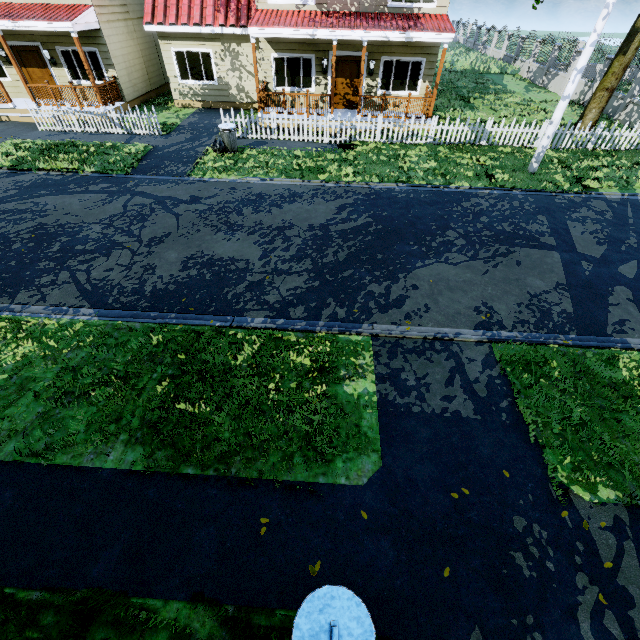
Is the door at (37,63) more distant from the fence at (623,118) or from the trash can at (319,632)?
the trash can at (319,632)

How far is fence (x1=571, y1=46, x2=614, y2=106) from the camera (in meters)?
18.24

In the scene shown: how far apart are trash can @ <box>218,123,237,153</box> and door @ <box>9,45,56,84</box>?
10.8m

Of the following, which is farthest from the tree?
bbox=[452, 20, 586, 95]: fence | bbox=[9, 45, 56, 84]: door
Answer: bbox=[9, 45, 56, 84]: door

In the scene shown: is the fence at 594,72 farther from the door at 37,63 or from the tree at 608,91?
the door at 37,63

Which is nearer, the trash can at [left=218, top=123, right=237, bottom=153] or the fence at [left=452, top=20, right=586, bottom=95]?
the trash can at [left=218, top=123, right=237, bottom=153]

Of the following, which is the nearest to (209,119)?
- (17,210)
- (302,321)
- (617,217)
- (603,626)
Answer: (17,210)

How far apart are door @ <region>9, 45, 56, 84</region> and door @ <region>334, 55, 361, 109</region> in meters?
13.5 m
